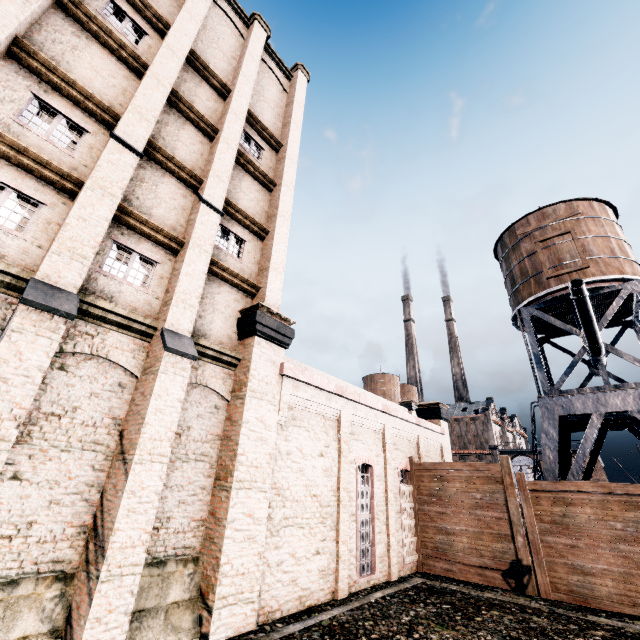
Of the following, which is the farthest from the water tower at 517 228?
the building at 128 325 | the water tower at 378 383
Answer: the water tower at 378 383

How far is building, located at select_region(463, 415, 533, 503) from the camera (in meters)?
54.91

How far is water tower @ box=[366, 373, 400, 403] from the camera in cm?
5762

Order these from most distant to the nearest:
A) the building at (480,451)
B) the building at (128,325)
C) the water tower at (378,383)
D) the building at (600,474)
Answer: the water tower at (378,383) < the building at (480,451) < the building at (600,474) < the building at (128,325)

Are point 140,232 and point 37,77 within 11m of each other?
yes

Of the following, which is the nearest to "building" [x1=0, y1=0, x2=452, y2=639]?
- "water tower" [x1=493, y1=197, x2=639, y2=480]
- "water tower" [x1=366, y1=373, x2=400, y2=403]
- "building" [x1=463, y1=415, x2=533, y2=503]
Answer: "water tower" [x1=493, y1=197, x2=639, y2=480]

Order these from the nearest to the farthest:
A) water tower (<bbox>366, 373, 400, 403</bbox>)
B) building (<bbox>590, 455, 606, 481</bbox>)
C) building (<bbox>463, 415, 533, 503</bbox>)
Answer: building (<bbox>590, 455, 606, 481</bbox>) → building (<bbox>463, 415, 533, 503</bbox>) → water tower (<bbox>366, 373, 400, 403</bbox>)
